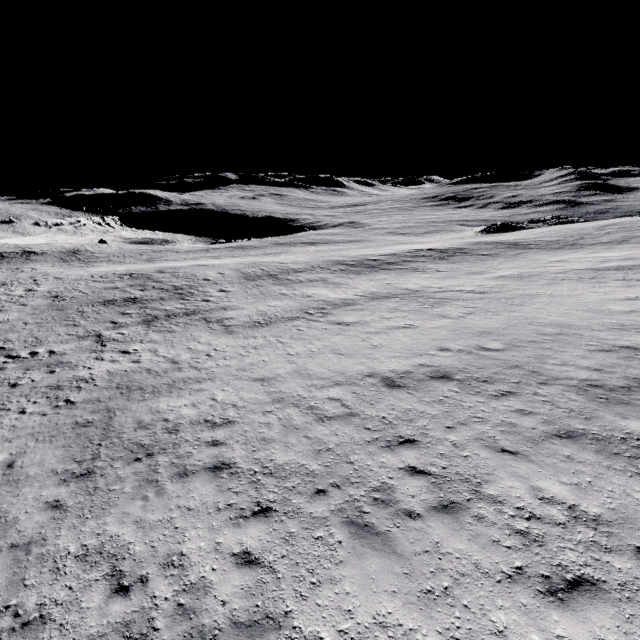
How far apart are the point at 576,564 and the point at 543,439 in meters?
3.3 m
